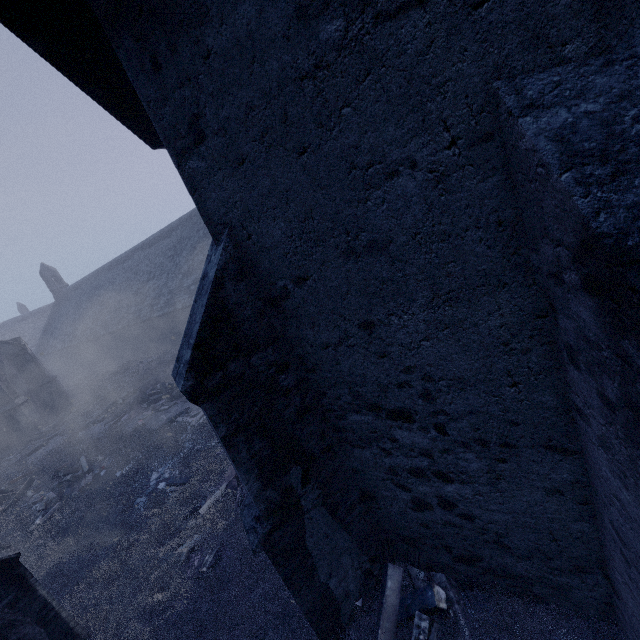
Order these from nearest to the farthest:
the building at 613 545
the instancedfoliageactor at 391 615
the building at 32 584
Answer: the building at 613 545, the instancedfoliageactor at 391 615, the building at 32 584

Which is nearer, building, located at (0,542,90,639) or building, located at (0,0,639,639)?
building, located at (0,0,639,639)

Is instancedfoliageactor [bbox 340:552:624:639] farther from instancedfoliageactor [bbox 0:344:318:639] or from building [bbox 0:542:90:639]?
instancedfoliageactor [bbox 0:344:318:639]

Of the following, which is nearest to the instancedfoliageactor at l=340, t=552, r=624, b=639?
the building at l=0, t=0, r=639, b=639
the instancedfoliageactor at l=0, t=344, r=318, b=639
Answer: the building at l=0, t=0, r=639, b=639

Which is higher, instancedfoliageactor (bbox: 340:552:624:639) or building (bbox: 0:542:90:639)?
building (bbox: 0:542:90:639)

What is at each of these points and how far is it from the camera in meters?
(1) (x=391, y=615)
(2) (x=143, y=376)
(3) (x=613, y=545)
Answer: (1) instancedfoliageactor, 3.8
(2) instancedfoliageactor, 18.3
(3) building, 2.5

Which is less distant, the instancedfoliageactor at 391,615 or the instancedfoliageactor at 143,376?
the instancedfoliageactor at 391,615
